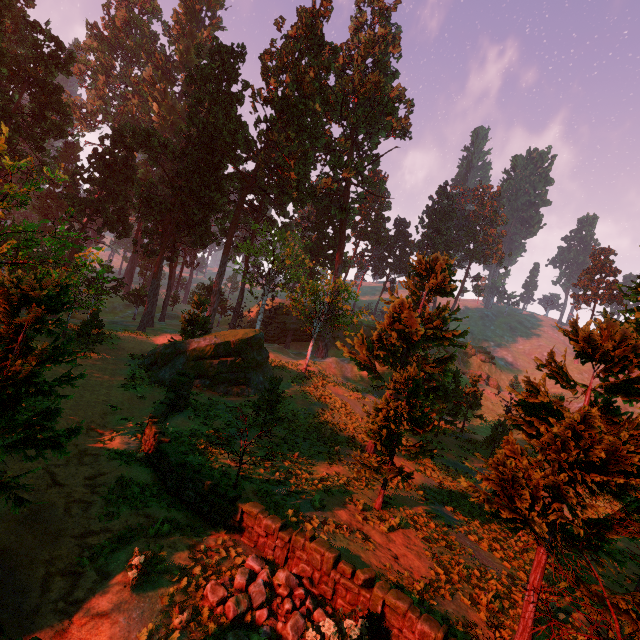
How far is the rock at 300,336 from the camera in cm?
5500

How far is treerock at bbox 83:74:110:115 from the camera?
57.2m

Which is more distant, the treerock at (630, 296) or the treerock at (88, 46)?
the treerock at (88, 46)

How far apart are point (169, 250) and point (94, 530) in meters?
38.0

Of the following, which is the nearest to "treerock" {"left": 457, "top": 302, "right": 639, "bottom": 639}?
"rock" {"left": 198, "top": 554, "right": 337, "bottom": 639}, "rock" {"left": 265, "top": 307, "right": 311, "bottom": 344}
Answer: "rock" {"left": 265, "top": 307, "right": 311, "bottom": 344}

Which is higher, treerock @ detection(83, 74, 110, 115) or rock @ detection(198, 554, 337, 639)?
treerock @ detection(83, 74, 110, 115)

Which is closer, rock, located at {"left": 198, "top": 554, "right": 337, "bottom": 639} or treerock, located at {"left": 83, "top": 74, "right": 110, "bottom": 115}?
rock, located at {"left": 198, "top": 554, "right": 337, "bottom": 639}
